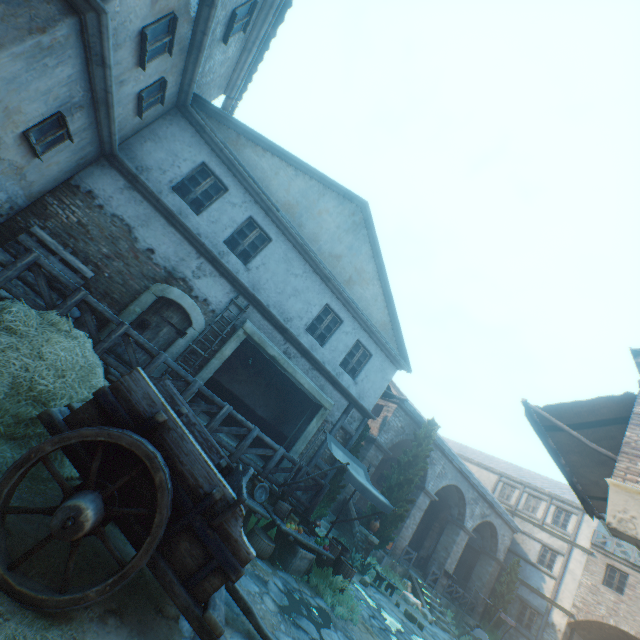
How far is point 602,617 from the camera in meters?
19.3 m

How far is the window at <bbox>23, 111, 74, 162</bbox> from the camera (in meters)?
5.56

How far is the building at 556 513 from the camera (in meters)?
23.21

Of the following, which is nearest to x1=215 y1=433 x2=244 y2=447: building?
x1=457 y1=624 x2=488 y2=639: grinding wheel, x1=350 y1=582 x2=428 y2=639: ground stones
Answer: x1=350 y1=582 x2=428 y2=639: ground stones

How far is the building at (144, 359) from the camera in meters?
8.8

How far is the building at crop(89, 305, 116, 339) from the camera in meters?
8.2

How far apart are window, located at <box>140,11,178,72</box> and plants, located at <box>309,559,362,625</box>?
11.70m

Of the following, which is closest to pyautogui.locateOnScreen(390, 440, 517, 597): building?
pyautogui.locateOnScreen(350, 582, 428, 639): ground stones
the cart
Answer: pyautogui.locateOnScreen(350, 582, 428, 639): ground stones
